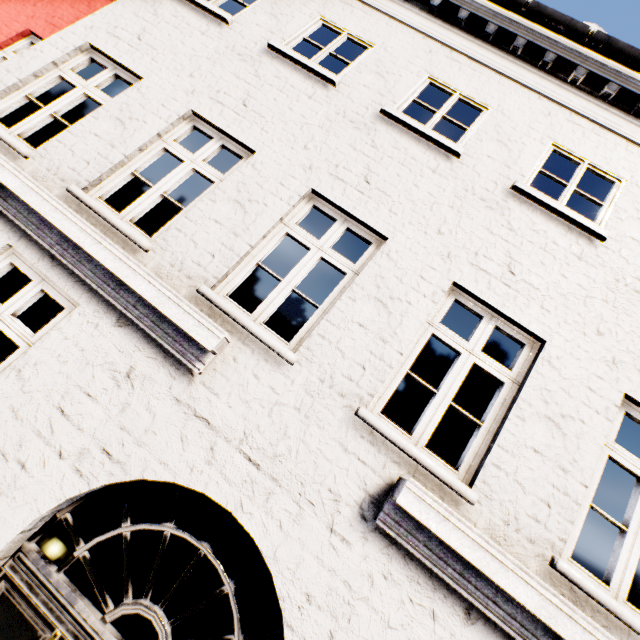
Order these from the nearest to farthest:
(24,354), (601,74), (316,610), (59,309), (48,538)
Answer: (316,610) → (24,354) → (601,74) → (48,538) → (59,309)
